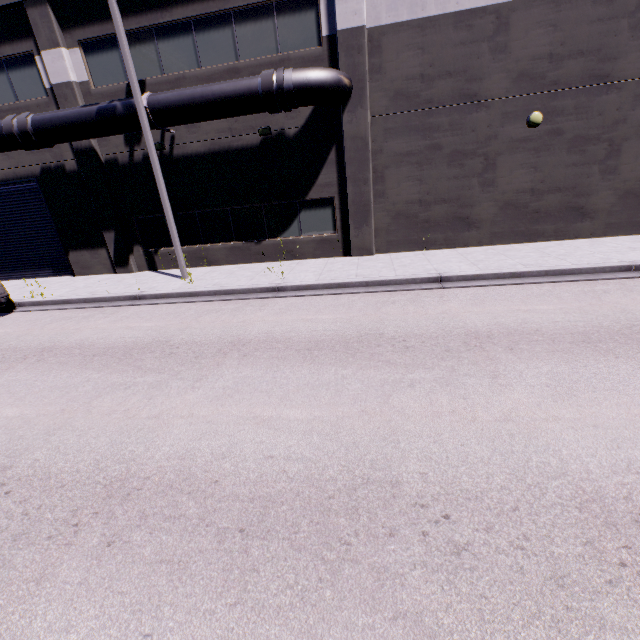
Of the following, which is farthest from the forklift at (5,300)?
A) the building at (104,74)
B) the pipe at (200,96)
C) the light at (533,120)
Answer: the light at (533,120)

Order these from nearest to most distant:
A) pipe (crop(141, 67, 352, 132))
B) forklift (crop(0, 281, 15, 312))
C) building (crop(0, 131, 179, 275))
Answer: pipe (crop(141, 67, 352, 132))
forklift (crop(0, 281, 15, 312))
building (crop(0, 131, 179, 275))

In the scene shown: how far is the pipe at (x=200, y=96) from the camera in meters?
10.2 m

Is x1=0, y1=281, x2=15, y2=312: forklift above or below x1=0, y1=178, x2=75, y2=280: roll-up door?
below

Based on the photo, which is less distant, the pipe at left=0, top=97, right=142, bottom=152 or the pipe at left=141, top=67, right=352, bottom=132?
the pipe at left=141, top=67, right=352, bottom=132

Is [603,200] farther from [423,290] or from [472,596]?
[472,596]

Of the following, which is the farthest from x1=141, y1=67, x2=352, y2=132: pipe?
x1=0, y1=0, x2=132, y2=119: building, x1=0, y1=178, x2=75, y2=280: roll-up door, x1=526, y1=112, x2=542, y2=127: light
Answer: x1=526, y1=112, x2=542, y2=127: light

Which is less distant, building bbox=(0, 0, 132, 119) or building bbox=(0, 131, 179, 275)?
building bbox=(0, 0, 132, 119)
